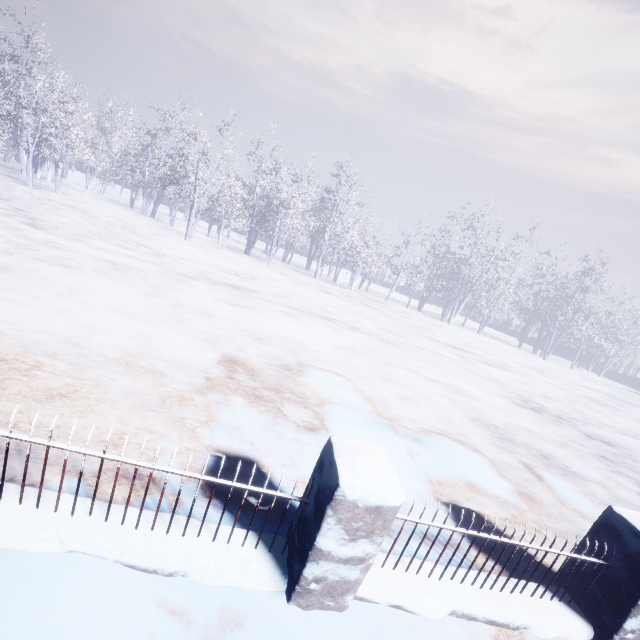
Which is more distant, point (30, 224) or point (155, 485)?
point (30, 224)
